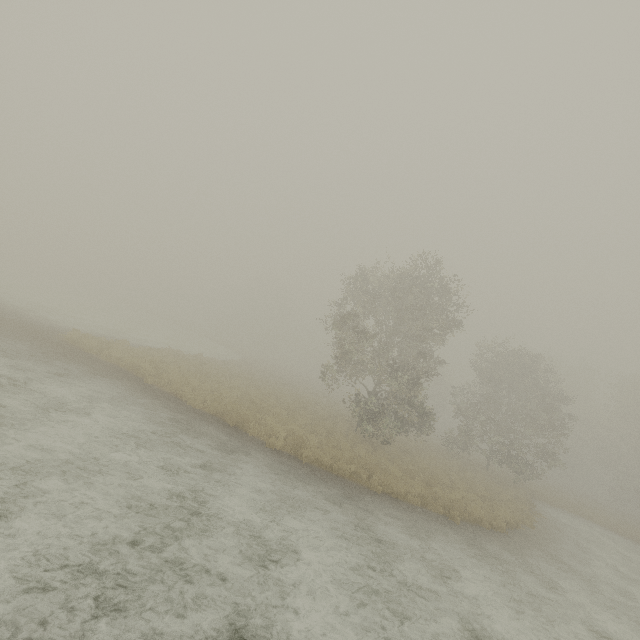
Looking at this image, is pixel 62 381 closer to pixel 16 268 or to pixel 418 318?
pixel 418 318
